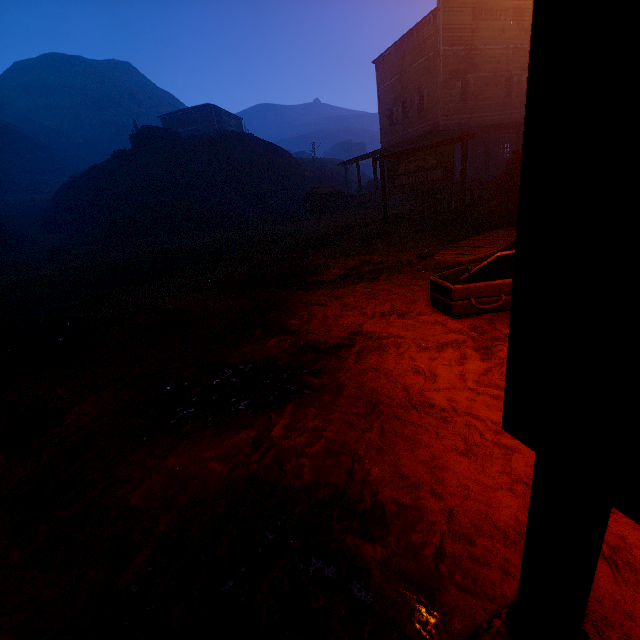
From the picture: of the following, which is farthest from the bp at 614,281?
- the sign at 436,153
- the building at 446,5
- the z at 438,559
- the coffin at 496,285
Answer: the sign at 436,153

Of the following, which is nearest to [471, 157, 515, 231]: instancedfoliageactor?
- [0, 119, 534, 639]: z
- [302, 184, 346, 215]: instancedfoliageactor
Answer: [0, 119, 534, 639]: z

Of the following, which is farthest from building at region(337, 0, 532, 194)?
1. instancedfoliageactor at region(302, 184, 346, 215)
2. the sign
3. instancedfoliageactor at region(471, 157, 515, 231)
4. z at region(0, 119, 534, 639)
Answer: the sign

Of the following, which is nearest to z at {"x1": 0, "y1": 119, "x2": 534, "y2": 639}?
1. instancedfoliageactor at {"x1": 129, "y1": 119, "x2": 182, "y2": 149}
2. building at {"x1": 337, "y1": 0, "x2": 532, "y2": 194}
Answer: building at {"x1": 337, "y1": 0, "x2": 532, "y2": 194}

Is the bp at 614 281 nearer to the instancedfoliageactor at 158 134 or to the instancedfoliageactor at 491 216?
the instancedfoliageactor at 491 216

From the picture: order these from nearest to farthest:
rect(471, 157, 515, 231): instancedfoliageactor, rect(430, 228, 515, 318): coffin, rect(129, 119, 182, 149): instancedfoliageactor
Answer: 1. rect(430, 228, 515, 318): coffin
2. rect(471, 157, 515, 231): instancedfoliageactor
3. rect(129, 119, 182, 149): instancedfoliageactor

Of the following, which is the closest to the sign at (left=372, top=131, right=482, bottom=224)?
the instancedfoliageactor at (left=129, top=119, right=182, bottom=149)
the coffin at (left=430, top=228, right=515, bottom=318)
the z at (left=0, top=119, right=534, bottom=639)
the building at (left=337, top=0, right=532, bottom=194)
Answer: the z at (left=0, top=119, right=534, bottom=639)

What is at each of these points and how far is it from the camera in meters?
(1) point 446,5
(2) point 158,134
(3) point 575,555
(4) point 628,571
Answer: (1) building, 20.2 m
(2) instancedfoliageactor, 32.1 m
(3) building, 0.7 m
(4) z, 1.2 m
